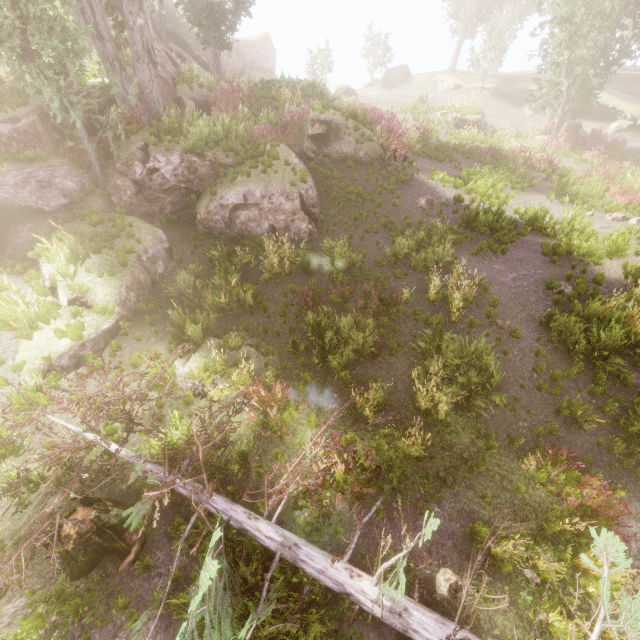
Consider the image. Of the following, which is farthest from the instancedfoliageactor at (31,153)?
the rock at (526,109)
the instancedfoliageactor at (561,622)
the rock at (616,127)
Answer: the rock at (616,127)

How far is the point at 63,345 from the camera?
8.23m

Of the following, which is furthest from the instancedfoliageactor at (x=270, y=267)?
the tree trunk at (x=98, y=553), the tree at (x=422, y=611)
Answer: the tree trunk at (x=98, y=553)

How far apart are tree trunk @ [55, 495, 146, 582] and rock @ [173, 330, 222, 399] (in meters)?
2.46

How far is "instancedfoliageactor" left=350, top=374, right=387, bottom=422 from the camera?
7.3m

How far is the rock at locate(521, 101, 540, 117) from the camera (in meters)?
29.72

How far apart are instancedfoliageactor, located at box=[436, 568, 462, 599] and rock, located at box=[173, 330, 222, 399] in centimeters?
535cm

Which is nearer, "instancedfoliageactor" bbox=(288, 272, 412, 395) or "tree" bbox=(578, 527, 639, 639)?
"tree" bbox=(578, 527, 639, 639)
